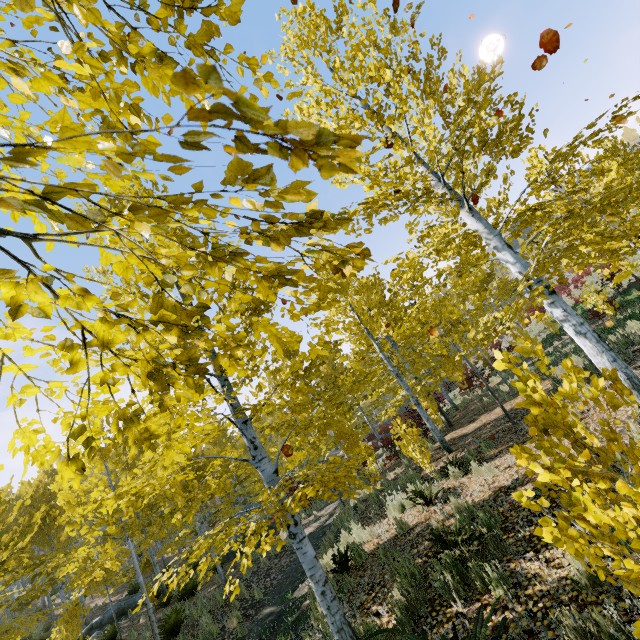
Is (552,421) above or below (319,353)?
below

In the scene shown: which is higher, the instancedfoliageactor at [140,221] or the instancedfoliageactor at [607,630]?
the instancedfoliageactor at [140,221]

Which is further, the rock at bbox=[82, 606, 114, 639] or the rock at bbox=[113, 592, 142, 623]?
the rock at bbox=[113, 592, 142, 623]

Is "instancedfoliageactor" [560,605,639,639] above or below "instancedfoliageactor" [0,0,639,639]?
below

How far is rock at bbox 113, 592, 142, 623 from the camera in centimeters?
1638cm

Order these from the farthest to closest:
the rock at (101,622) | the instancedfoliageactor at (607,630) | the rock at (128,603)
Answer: the rock at (128,603), the rock at (101,622), the instancedfoliageactor at (607,630)

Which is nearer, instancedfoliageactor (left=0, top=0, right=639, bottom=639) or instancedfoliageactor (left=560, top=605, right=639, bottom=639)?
instancedfoliageactor (left=0, top=0, right=639, bottom=639)

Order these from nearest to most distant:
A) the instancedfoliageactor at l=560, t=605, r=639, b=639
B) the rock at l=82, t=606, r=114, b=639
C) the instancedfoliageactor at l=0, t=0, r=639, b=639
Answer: the instancedfoliageactor at l=0, t=0, r=639, b=639, the instancedfoliageactor at l=560, t=605, r=639, b=639, the rock at l=82, t=606, r=114, b=639
